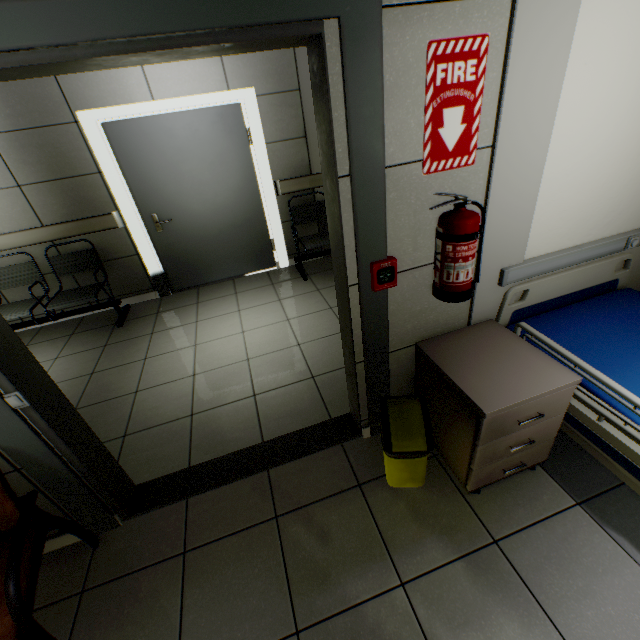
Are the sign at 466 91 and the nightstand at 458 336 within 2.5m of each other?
yes

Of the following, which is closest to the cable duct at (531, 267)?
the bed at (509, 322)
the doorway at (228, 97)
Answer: the bed at (509, 322)

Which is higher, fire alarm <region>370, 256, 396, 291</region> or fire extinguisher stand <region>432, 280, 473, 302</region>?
fire alarm <region>370, 256, 396, 291</region>

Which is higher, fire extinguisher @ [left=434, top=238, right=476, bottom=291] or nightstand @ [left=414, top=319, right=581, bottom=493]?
fire extinguisher @ [left=434, top=238, right=476, bottom=291]

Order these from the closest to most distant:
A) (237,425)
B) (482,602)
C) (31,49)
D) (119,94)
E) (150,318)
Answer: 1. (31,49)
2. (482,602)
3. (237,425)
4. (119,94)
5. (150,318)

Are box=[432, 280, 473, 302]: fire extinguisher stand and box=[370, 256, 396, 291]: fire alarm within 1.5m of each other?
yes

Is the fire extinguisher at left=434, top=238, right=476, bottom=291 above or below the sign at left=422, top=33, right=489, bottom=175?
below

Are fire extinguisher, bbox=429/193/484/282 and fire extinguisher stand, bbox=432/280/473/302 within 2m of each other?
yes
